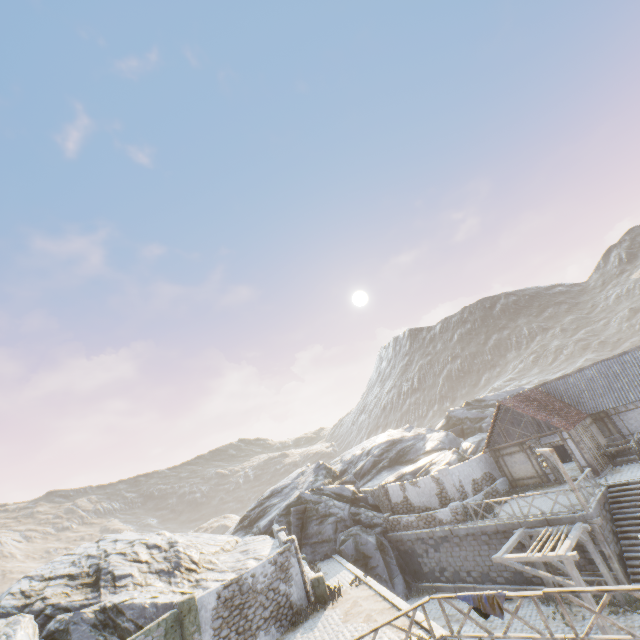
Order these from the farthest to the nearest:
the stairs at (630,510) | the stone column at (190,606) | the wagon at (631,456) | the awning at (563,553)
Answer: the wagon at (631,456) < the stairs at (630,510) < the awning at (563,553) < the stone column at (190,606)

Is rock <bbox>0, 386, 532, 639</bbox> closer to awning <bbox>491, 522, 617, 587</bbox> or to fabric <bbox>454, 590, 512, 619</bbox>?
fabric <bbox>454, 590, 512, 619</bbox>

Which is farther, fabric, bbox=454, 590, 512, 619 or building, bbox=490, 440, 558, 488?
building, bbox=490, 440, 558, 488

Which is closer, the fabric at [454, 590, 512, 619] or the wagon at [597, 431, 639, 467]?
the fabric at [454, 590, 512, 619]

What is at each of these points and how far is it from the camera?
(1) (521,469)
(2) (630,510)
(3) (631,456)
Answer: (1) building, 22.8 meters
(2) stairs, 16.1 meters
(3) wagon, 20.6 meters

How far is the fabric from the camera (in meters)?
9.16

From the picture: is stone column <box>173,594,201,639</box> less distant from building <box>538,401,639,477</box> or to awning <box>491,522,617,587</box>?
awning <box>491,522,617,587</box>

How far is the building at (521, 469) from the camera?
21.8 meters
